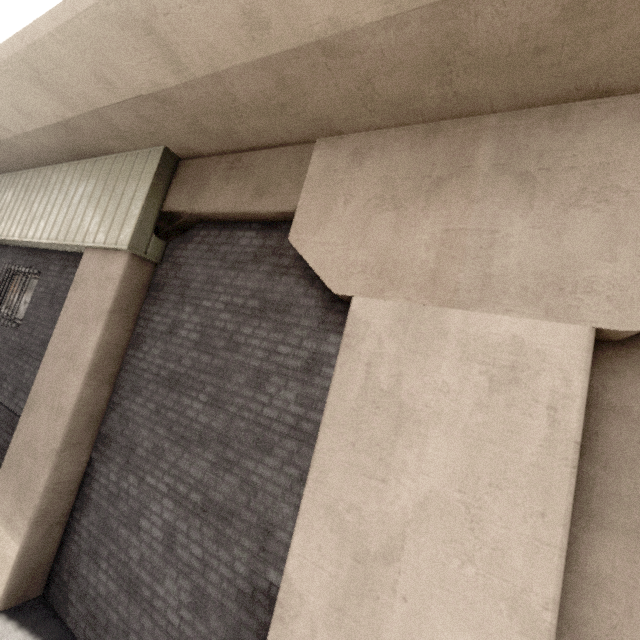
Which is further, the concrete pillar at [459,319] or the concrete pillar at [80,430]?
the concrete pillar at [80,430]

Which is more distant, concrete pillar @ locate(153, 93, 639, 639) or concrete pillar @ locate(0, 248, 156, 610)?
A: concrete pillar @ locate(0, 248, 156, 610)

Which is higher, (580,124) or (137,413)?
(580,124)
